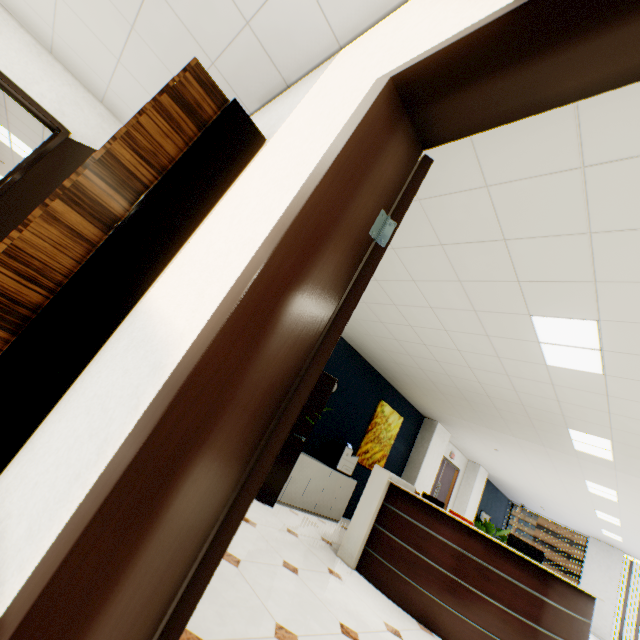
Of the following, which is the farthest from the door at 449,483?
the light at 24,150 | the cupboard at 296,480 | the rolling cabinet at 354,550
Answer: the light at 24,150

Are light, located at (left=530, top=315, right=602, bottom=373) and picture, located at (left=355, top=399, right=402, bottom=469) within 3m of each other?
no

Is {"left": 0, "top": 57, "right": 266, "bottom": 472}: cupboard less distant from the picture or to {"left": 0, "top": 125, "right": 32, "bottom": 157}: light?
{"left": 0, "top": 125, "right": 32, "bottom": 157}: light

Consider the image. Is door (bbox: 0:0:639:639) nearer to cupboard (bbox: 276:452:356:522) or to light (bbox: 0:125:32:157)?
cupboard (bbox: 276:452:356:522)

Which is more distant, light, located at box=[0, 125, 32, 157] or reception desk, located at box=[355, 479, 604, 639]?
light, located at box=[0, 125, 32, 157]

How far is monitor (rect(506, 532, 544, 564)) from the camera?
3.88m

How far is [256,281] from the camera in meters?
0.7 m

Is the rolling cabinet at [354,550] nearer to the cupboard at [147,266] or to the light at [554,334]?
the light at [554,334]
